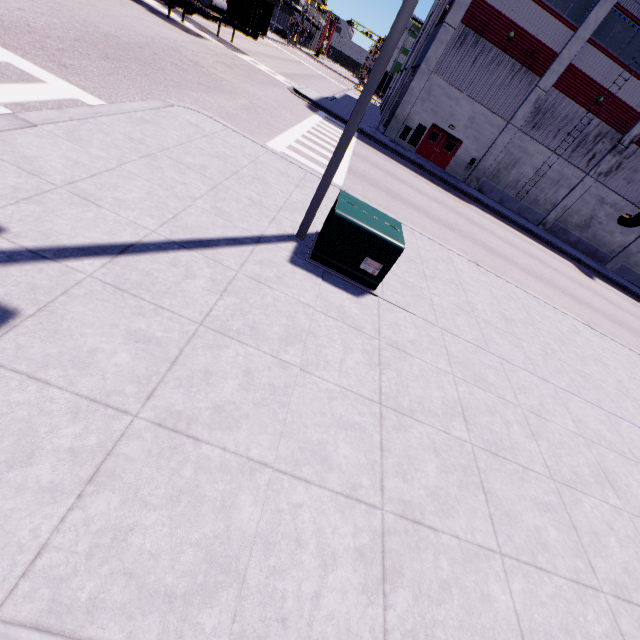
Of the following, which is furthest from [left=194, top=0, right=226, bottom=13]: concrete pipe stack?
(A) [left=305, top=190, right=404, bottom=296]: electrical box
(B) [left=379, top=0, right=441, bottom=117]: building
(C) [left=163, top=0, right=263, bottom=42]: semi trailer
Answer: (A) [left=305, top=190, right=404, bottom=296]: electrical box

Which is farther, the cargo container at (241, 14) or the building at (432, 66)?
the cargo container at (241, 14)

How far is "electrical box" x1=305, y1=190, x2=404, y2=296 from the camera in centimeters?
538cm

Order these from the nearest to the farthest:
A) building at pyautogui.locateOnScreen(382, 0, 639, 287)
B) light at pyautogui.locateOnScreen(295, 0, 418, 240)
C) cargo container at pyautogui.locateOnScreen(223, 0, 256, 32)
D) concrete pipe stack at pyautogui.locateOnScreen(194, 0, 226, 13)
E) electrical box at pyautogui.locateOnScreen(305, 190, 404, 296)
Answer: light at pyautogui.locateOnScreen(295, 0, 418, 240) → electrical box at pyautogui.locateOnScreen(305, 190, 404, 296) → concrete pipe stack at pyautogui.locateOnScreen(194, 0, 226, 13) → building at pyautogui.locateOnScreen(382, 0, 639, 287) → cargo container at pyautogui.locateOnScreen(223, 0, 256, 32)

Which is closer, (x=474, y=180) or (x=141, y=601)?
(x=141, y=601)

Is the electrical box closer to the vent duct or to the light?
the light

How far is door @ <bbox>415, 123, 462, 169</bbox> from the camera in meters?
25.7

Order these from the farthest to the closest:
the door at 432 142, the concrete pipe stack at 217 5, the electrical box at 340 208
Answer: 1. the door at 432 142
2. the concrete pipe stack at 217 5
3. the electrical box at 340 208
